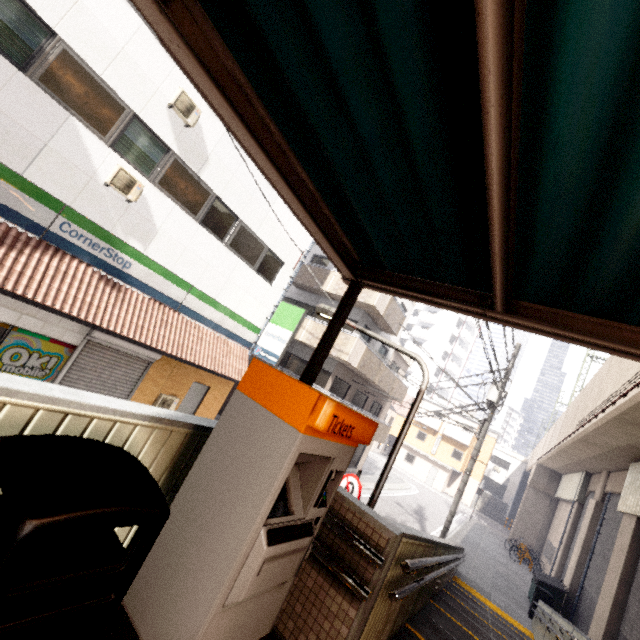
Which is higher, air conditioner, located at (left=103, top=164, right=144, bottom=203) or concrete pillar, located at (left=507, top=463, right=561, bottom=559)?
air conditioner, located at (left=103, top=164, right=144, bottom=203)

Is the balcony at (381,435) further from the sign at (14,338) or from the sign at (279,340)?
the sign at (14,338)

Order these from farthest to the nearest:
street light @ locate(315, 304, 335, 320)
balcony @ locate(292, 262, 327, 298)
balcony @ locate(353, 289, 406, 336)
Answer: balcony @ locate(292, 262, 327, 298), balcony @ locate(353, 289, 406, 336), street light @ locate(315, 304, 335, 320)

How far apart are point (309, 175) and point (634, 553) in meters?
14.9 m

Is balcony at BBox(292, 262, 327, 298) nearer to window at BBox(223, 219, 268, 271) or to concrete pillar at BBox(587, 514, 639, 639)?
window at BBox(223, 219, 268, 271)

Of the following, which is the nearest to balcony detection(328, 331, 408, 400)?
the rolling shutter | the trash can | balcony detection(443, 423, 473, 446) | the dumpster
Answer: the rolling shutter

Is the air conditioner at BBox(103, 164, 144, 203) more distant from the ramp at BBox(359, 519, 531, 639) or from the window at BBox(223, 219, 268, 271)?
the ramp at BBox(359, 519, 531, 639)

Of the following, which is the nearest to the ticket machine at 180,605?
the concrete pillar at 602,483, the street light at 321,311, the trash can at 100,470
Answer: the trash can at 100,470
